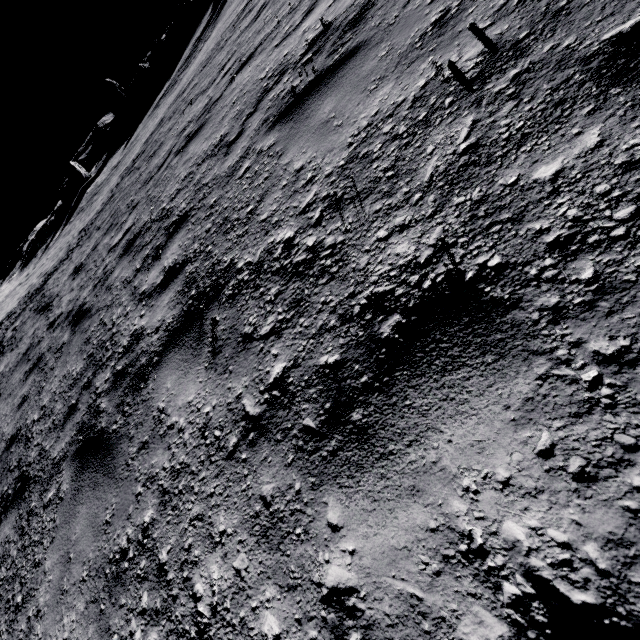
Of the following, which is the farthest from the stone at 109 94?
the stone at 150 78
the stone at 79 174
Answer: the stone at 79 174

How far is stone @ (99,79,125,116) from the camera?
42.0 meters

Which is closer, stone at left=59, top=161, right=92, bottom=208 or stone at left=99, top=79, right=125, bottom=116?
stone at left=59, top=161, right=92, bottom=208

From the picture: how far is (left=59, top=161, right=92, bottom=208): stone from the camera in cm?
3559

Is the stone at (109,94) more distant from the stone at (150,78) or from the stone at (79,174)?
the stone at (79,174)

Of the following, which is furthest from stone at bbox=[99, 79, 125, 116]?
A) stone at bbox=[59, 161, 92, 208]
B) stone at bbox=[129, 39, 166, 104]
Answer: stone at bbox=[59, 161, 92, 208]

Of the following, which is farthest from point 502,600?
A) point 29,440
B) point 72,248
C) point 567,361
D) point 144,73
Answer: point 144,73
